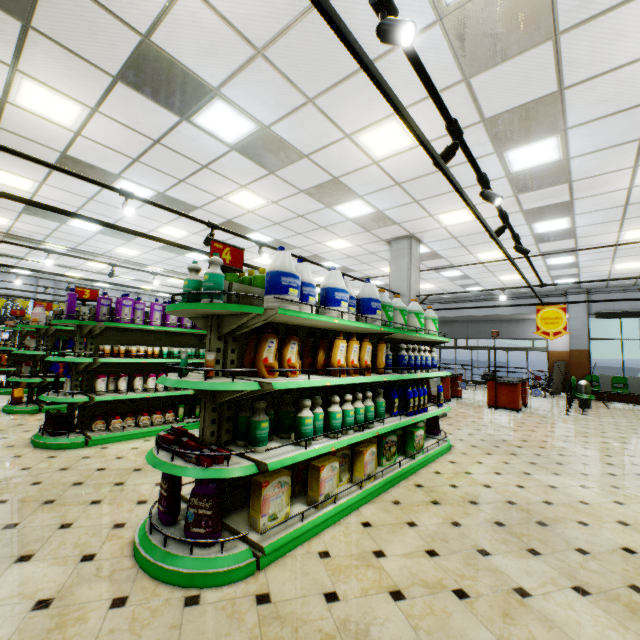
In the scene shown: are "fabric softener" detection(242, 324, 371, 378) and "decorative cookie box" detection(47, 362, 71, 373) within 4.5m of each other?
no

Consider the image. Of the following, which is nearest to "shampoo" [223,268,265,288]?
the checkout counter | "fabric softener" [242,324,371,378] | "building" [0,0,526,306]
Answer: "fabric softener" [242,324,371,378]

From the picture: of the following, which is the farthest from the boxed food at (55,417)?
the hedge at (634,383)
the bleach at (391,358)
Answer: the hedge at (634,383)

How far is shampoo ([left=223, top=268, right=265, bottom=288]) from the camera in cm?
327

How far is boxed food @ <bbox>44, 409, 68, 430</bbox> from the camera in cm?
486

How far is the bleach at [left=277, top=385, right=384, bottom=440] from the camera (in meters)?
2.91

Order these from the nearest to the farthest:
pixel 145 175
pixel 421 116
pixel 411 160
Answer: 1. pixel 421 116
2. pixel 411 160
3. pixel 145 175

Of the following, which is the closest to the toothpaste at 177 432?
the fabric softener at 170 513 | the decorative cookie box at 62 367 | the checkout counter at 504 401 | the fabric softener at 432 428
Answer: the fabric softener at 170 513
